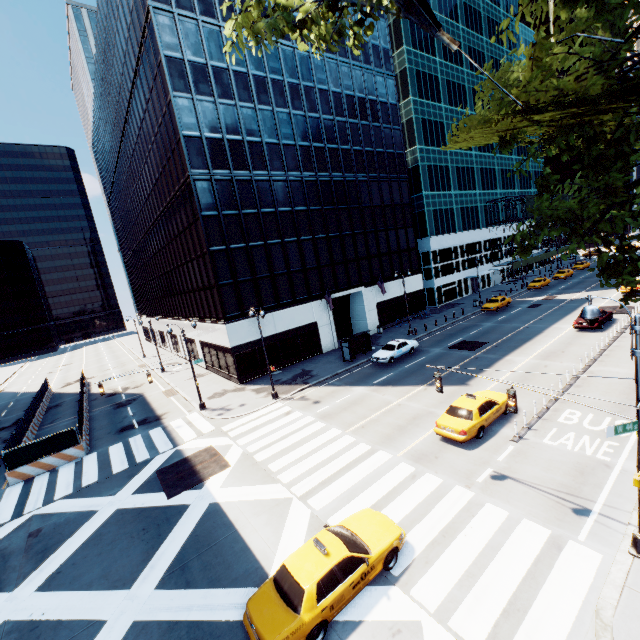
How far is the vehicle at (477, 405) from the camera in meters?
15.4 m

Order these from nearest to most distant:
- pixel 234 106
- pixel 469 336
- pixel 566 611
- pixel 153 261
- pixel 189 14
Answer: pixel 566 611
pixel 189 14
pixel 234 106
pixel 469 336
pixel 153 261

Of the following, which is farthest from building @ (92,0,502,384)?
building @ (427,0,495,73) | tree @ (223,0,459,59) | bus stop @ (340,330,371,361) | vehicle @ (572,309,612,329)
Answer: tree @ (223,0,459,59)

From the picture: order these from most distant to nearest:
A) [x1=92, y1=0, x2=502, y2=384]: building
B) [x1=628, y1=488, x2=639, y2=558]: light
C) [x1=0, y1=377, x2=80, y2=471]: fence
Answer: [x1=92, y1=0, x2=502, y2=384]: building
[x1=0, y1=377, x2=80, y2=471]: fence
[x1=628, y1=488, x2=639, y2=558]: light

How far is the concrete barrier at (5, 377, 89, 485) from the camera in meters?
20.2 m

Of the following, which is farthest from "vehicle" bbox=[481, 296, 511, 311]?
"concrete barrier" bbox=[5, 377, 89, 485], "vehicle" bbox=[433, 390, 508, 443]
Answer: "concrete barrier" bbox=[5, 377, 89, 485]

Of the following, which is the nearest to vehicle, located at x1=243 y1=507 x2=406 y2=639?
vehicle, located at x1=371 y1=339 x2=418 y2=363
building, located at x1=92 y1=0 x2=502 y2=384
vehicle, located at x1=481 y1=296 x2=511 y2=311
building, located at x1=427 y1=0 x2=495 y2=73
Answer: vehicle, located at x1=371 y1=339 x2=418 y2=363

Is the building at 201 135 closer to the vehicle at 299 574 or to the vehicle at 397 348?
the vehicle at 397 348
